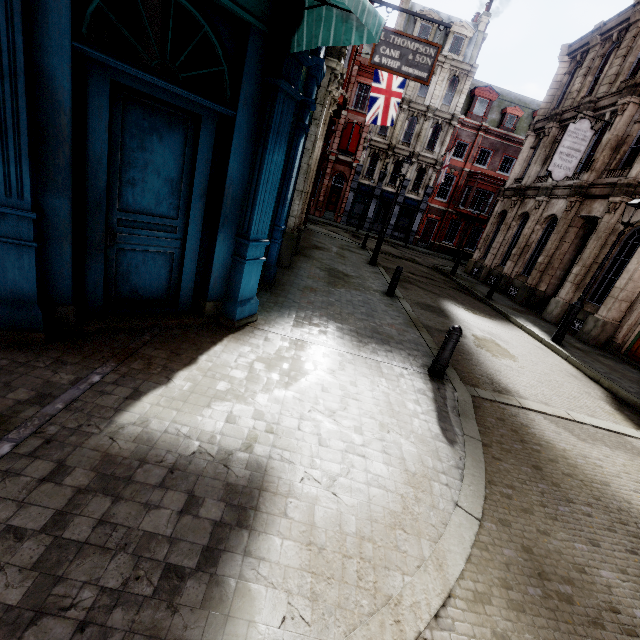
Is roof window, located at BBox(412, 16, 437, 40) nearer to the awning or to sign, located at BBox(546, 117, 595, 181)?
sign, located at BBox(546, 117, 595, 181)

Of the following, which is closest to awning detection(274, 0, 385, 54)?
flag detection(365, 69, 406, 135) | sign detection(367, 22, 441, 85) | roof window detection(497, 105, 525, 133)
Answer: sign detection(367, 22, 441, 85)

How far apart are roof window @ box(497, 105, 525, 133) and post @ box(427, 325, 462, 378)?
35.80m

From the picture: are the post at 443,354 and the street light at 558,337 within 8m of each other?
yes

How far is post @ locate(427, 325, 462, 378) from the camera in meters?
5.4 m

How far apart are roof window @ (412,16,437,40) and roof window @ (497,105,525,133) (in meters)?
9.05

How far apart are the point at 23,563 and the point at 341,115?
36.03m

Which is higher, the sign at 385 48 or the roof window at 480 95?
the roof window at 480 95
